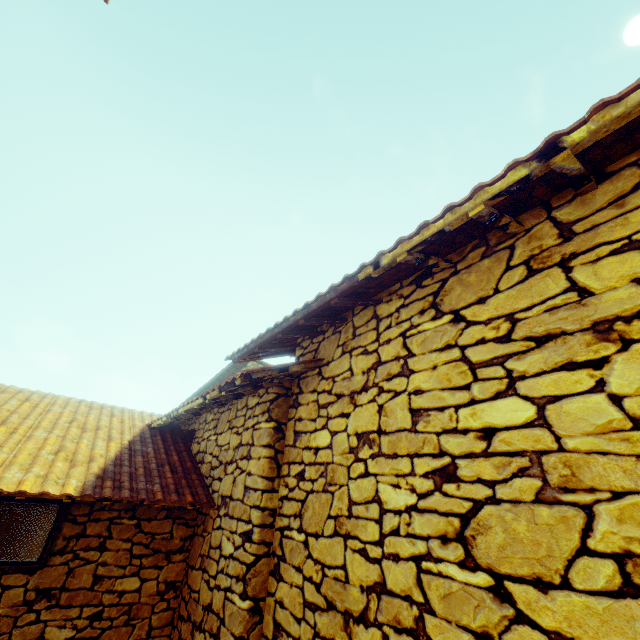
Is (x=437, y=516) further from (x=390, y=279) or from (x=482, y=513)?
(x=390, y=279)
